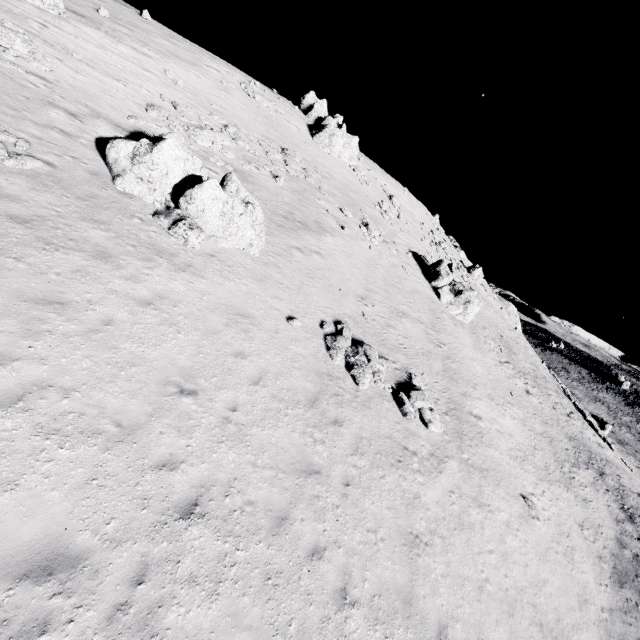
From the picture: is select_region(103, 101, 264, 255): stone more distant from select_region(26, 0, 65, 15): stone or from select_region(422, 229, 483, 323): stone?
select_region(422, 229, 483, 323): stone

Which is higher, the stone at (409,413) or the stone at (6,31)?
the stone at (6,31)

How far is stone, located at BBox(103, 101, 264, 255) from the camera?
12.85m

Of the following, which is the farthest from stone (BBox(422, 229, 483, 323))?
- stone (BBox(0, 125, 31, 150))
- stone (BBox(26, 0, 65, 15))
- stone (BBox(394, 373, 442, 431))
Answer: stone (BBox(26, 0, 65, 15))

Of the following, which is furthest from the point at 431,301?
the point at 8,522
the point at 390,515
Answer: → the point at 8,522

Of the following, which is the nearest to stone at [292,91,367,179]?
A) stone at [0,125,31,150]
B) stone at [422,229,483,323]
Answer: stone at [422,229,483,323]

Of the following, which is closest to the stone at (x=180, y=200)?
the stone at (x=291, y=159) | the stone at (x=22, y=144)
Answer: the stone at (x=22, y=144)

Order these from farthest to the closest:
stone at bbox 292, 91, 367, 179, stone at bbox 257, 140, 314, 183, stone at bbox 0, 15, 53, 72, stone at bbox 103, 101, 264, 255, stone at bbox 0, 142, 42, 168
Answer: stone at bbox 292, 91, 367, 179, stone at bbox 257, 140, 314, 183, stone at bbox 0, 15, 53, 72, stone at bbox 103, 101, 264, 255, stone at bbox 0, 142, 42, 168
